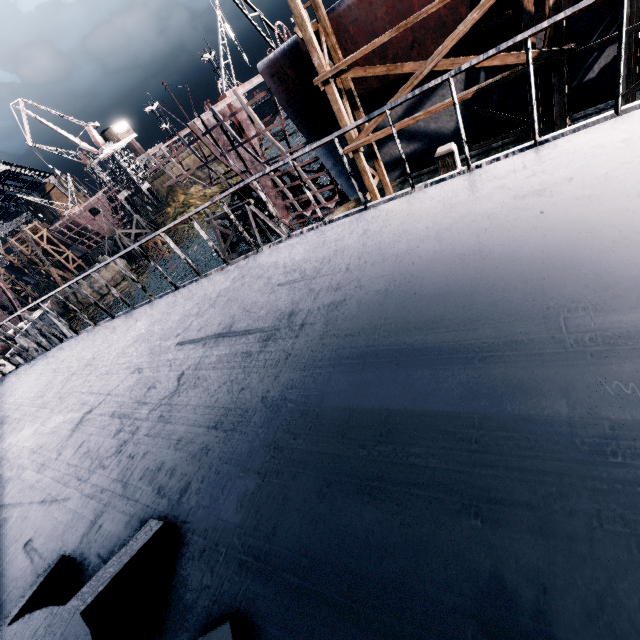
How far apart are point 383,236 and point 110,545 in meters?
3.7

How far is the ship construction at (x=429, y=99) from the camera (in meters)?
16.52

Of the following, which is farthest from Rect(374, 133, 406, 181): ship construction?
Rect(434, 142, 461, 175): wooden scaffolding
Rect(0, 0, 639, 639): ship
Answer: Answer: Rect(0, 0, 639, 639): ship

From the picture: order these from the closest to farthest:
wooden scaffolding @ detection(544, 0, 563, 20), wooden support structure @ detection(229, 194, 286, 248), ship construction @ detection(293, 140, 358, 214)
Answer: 1. wooden scaffolding @ detection(544, 0, 563, 20)
2. ship construction @ detection(293, 140, 358, 214)
3. wooden support structure @ detection(229, 194, 286, 248)

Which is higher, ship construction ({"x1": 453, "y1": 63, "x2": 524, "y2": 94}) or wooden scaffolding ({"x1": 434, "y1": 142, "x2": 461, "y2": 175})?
wooden scaffolding ({"x1": 434, "y1": 142, "x2": 461, "y2": 175})

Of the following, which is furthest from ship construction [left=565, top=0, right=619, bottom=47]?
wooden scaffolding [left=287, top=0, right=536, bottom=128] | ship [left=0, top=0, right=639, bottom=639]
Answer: ship [left=0, top=0, right=639, bottom=639]

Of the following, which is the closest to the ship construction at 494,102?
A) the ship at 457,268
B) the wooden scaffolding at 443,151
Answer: the wooden scaffolding at 443,151

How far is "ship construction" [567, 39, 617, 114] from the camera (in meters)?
14.16
